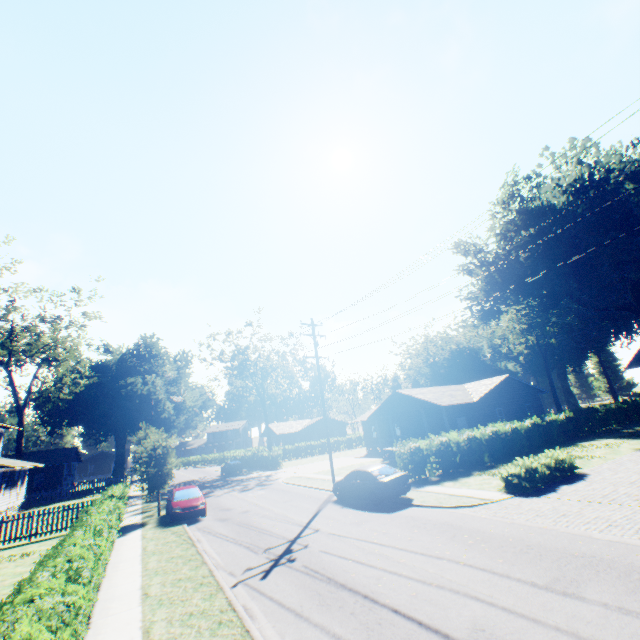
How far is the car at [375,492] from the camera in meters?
15.4

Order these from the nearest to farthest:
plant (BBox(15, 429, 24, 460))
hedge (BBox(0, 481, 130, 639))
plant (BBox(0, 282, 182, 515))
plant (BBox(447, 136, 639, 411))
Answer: hedge (BBox(0, 481, 130, 639)), plant (BBox(0, 282, 182, 515)), plant (BBox(447, 136, 639, 411)), plant (BBox(15, 429, 24, 460))

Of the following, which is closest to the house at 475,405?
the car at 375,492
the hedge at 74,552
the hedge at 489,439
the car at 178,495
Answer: the hedge at 489,439

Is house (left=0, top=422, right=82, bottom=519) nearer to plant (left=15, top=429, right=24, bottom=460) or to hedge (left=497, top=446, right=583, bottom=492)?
plant (left=15, top=429, right=24, bottom=460)

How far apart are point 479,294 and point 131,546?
51.1m

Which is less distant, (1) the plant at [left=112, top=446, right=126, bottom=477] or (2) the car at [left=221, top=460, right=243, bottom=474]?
(2) the car at [left=221, top=460, right=243, bottom=474]

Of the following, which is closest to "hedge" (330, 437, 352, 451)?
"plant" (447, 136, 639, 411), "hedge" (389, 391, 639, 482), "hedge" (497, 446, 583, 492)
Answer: "plant" (447, 136, 639, 411)
